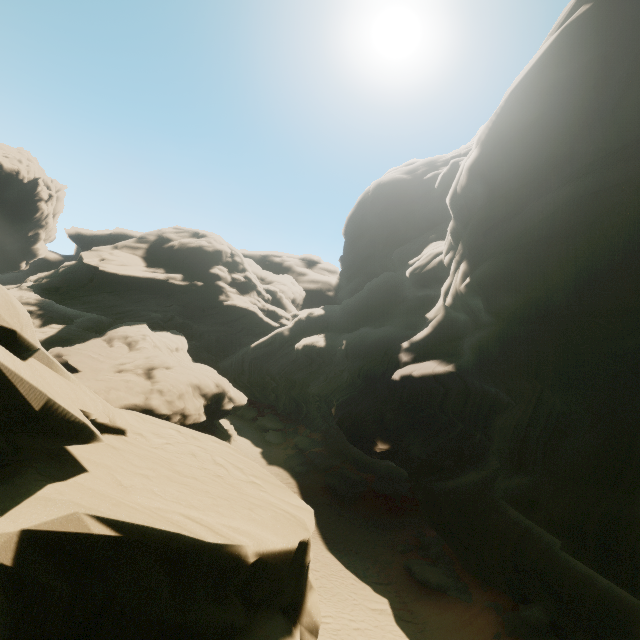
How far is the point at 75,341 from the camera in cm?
5103

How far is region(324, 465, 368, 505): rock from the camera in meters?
28.5

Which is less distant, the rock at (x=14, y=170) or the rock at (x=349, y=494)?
the rock at (x=349, y=494)

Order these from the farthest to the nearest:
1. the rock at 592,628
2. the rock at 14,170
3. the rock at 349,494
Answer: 1. the rock at 14,170
2. the rock at 349,494
3. the rock at 592,628

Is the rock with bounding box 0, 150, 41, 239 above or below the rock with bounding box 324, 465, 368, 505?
above

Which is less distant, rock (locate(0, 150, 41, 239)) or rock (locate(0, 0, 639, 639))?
rock (locate(0, 0, 639, 639))
